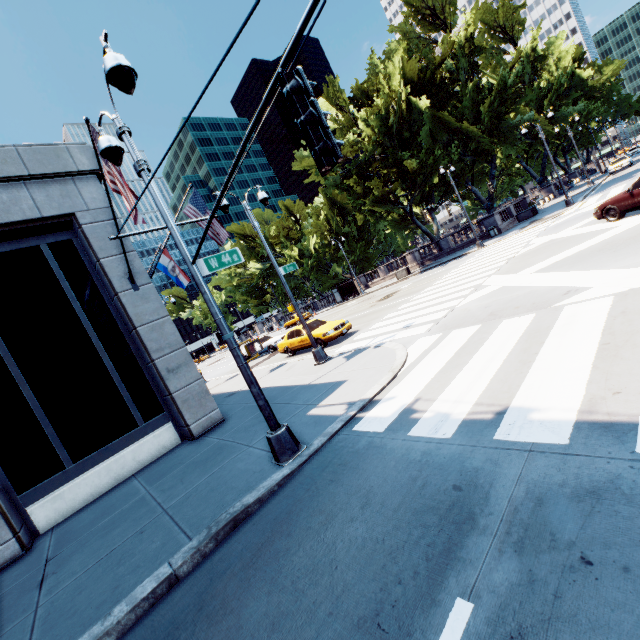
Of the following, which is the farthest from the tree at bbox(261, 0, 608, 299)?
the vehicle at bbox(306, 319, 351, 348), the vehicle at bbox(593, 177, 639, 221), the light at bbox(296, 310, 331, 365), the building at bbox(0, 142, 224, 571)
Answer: the building at bbox(0, 142, 224, 571)

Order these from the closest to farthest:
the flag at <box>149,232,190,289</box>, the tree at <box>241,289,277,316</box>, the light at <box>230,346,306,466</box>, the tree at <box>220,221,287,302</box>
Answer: the light at <box>230,346,306,466</box> < the flag at <box>149,232,190,289</box> < the tree at <box>220,221,287,302</box> < the tree at <box>241,289,277,316</box>

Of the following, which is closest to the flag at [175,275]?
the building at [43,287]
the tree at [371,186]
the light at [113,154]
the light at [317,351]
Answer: the building at [43,287]

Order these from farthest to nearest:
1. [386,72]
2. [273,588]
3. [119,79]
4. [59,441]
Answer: [386,72], [59,441], [119,79], [273,588]

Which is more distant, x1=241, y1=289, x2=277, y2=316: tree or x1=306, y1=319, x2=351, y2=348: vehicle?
x1=241, y1=289, x2=277, y2=316: tree

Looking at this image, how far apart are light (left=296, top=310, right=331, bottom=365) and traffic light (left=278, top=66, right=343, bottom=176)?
9.34m

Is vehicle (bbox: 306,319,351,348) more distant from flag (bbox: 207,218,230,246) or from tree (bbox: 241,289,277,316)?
tree (bbox: 241,289,277,316)

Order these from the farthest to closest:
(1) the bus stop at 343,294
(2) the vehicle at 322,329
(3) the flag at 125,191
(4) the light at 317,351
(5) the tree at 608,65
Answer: (5) the tree at 608,65
(1) the bus stop at 343,294
(2) the vehicle at 322,329
(4) the light at 317,351
(3) the flag at 125,191
